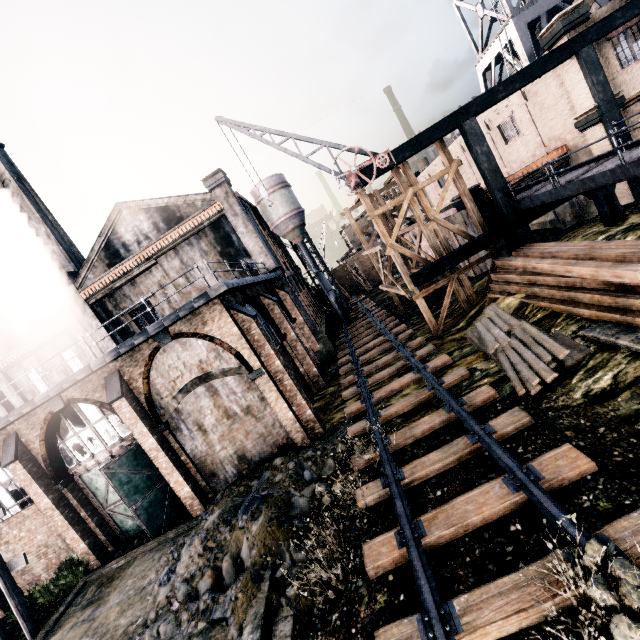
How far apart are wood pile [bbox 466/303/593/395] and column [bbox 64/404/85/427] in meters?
24.3 m

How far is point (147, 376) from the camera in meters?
14.1

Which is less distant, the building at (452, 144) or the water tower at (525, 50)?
the building at (452, 144)

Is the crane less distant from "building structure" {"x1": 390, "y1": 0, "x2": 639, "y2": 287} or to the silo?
"building structure" {"x1": 390, "y1": 0, "x2": 639, "y2": 287}

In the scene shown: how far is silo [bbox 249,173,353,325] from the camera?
32.5 meters

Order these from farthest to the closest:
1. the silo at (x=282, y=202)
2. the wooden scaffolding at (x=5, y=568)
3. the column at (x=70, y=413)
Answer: the silo at (x=282, y=202), the column at (x=70, y=413), the wooden scaffolding at (x=5, y=568)

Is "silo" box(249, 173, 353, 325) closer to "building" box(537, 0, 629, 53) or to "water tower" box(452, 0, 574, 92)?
"building" box(537, 0, 629, 53)

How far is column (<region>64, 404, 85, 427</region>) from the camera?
20.9 meters
